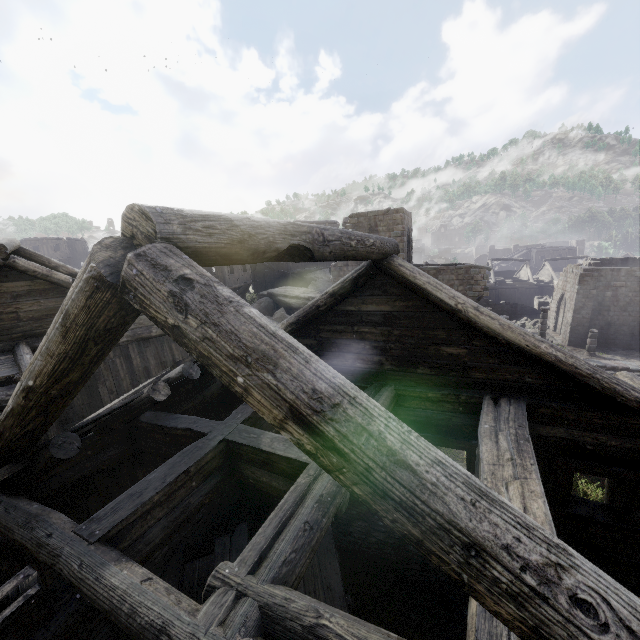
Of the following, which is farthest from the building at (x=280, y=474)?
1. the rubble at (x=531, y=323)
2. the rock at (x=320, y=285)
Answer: the rock at (x=320, y=285)

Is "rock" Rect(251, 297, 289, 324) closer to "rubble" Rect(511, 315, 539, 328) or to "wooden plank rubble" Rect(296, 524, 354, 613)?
"wooden plank rubble" Rect(296, 524, 354, 613)

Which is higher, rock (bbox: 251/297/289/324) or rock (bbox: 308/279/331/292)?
rock (bbox: 308/279/331/292)

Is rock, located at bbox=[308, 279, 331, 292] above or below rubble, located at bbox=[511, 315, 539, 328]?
above

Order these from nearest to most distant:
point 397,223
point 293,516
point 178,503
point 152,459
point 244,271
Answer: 1. point 293,516
2. point 178,503
3. point 152,459
4. point 397,223
5. point 244,271

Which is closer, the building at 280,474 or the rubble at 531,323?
the building at 280,474

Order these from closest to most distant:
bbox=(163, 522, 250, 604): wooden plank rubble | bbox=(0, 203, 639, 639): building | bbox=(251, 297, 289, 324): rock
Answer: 1. bbox=(0, 203, 639, 639): building
2. bbox=(163, 522, 250, 604): wooden plank rubble
3. bbox=(251, 297, 289, 324): rock

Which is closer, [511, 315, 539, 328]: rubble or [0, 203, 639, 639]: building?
[0, 203, 639, 639]: building
